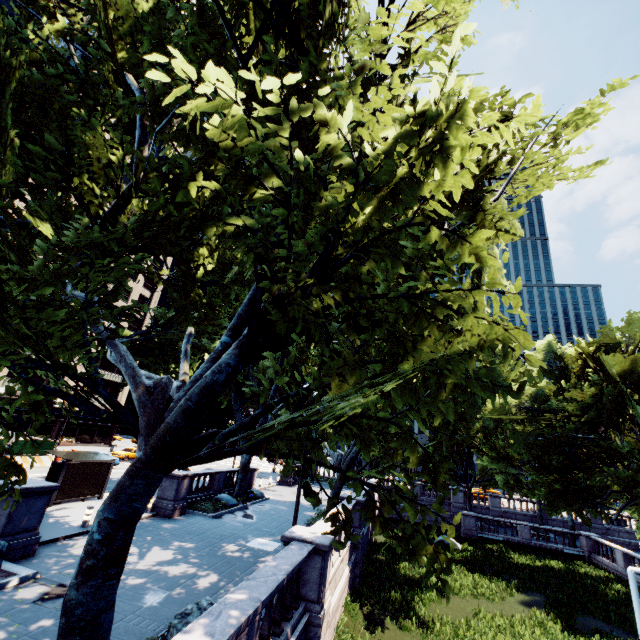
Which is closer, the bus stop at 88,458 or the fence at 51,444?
the bus stop at 88,458

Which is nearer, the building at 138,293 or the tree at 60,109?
the tree at 60,109

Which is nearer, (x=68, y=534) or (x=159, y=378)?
(x=159, y=378)

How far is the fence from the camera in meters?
28.1

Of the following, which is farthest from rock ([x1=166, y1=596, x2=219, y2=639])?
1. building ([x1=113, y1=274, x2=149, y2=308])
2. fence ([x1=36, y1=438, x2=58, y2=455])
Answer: building ([x1=113, y1=274, x2=149, y2=308])

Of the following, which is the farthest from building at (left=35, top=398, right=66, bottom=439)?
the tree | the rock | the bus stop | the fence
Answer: the rock

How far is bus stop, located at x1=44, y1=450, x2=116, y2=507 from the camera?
16.8m

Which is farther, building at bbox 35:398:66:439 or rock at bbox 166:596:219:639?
building at bbox 35:398:66:439
